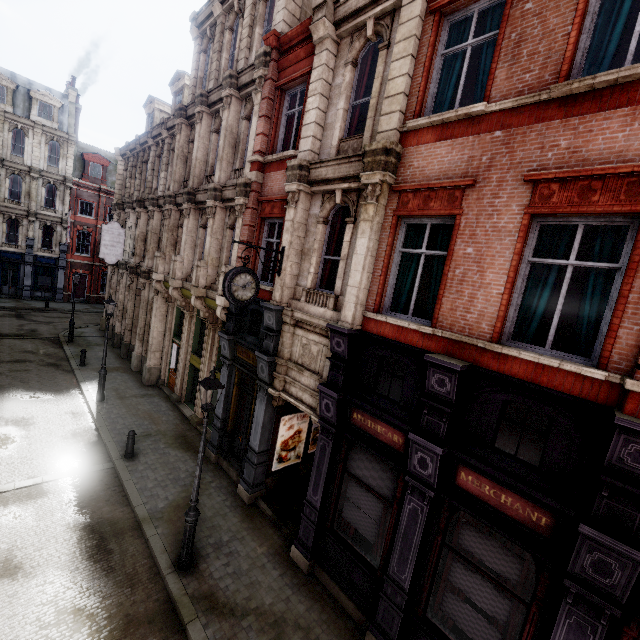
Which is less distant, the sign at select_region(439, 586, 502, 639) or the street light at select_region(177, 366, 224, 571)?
the sign at select_region(439, 586, 502, 639)

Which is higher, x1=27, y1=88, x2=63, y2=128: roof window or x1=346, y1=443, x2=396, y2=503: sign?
x1=27, y1=88, x2=63, y2=128: roof window

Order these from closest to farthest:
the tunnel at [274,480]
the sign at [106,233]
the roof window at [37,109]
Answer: the tunnel at [274,480]
the sign at [106,233]
the roof window at [37,109]

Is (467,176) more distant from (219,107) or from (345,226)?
(219,107)

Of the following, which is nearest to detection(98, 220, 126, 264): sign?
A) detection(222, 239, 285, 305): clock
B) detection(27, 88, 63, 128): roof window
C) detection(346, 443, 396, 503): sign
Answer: detection(222, 239, 285, 305): clock

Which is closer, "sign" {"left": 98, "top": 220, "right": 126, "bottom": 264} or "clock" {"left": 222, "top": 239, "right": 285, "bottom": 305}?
"clock" {"left": 222, "top": 239, "right": 285, "bottom": 305}

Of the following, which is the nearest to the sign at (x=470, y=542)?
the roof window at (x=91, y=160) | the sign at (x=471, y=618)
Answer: the sign at (x=471, y=618)

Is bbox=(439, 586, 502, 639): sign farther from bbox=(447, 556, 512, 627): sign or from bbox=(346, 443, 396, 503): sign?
bbox=(346, 443, 396, 503): sign
